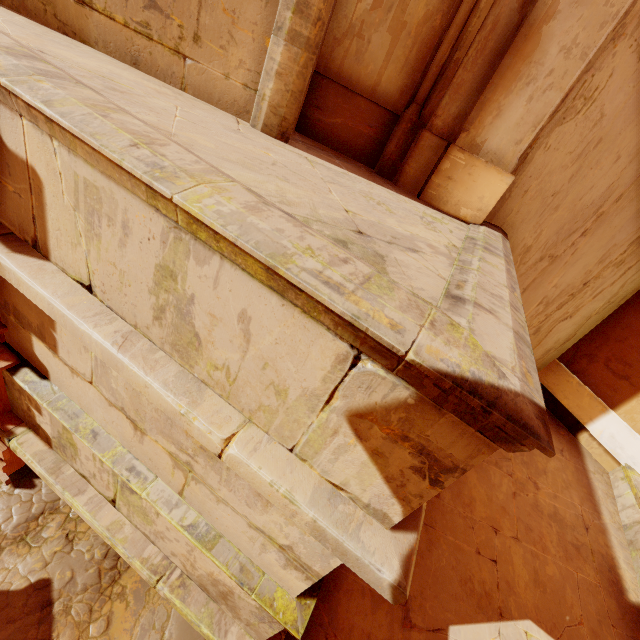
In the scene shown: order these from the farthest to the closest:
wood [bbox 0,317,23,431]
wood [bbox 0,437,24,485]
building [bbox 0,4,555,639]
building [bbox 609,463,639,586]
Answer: building [bbox 609,463,639,586] → wood [bbox 0,437,24,485] → wood [bbox 0,317,23,431] → building [bbox 0,4,555,639]

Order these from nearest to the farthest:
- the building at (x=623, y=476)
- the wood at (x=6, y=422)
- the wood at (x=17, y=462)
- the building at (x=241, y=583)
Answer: the building at (x=241, y=583), the wood at (x=6, y=422), the wood at (x=17, y=462), the building at (x=623, y=476)

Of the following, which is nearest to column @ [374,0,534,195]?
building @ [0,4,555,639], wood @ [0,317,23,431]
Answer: building @ [0,4,555,639]

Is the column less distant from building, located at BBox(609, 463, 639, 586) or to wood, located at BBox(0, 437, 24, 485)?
building, located at BBox(609, 463, 639, 586)

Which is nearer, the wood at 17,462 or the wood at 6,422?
the wood at 6,422

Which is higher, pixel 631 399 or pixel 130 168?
pixel 130 168
